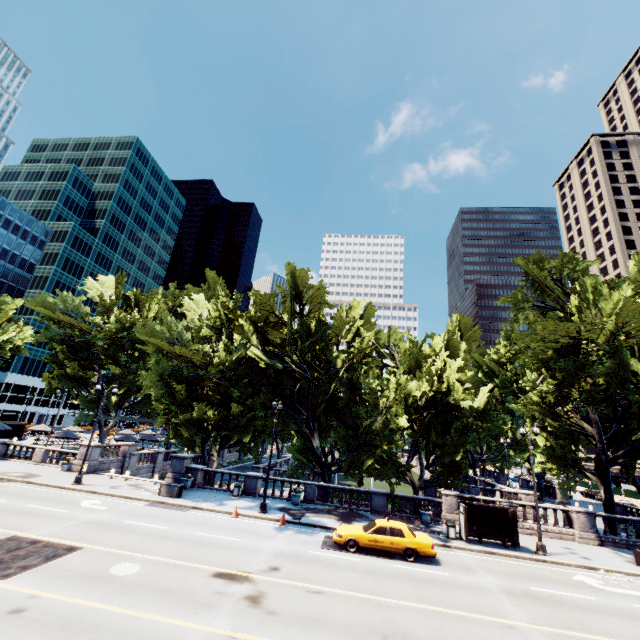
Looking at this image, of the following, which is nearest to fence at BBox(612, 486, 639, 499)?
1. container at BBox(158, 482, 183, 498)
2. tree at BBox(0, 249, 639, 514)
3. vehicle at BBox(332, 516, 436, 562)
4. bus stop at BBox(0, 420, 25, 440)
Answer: tree at BBox(0, 249, 639, 514)

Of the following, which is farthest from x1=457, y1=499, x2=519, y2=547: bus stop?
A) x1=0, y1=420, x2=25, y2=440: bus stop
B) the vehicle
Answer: x1=0, y1=420, x2=25, y2=440: bus stop

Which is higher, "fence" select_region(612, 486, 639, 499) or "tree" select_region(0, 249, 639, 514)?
"tree" select_region(0, 249, 639, 514)

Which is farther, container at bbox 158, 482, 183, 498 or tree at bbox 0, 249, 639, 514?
tree at bbox 0, 249, 639, 514

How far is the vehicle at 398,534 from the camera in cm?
1623

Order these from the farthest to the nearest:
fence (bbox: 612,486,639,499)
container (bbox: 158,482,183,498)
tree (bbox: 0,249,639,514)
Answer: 1. fence (bbox: 612,486,639,499)
2. tree (bbox: 0,249,639,514)
3. container (bbox: 158,482,183,498)

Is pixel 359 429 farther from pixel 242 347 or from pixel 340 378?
pixel 242 347

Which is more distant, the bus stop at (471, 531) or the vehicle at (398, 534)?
the bus stop at (471, 531)
